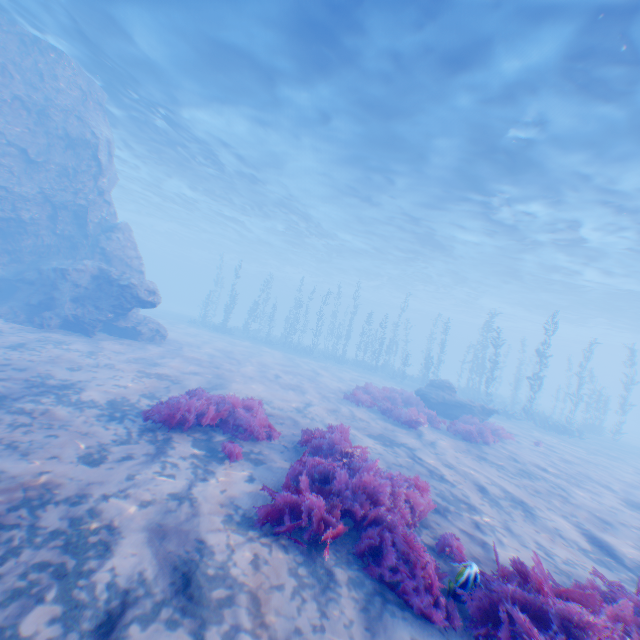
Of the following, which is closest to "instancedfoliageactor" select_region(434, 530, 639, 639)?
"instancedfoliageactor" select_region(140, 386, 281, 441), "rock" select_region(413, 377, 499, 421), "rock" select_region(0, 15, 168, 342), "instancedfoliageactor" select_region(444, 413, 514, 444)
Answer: "instancedfoliageactor" select_region(140, 386, 281, 441)

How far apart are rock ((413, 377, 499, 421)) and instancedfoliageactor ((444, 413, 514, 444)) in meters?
2.5 m

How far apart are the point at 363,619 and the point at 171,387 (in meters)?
7.93

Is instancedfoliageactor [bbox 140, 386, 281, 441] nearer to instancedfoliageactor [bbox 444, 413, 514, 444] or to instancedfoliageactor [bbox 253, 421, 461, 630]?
instancedfoliageactor [bbox 253, 421, 461, 630]

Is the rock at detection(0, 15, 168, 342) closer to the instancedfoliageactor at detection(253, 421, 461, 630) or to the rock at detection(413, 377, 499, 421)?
the instancedfoliageactor at detection(253, 421, 461, 630)

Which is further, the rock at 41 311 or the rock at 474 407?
the rock at 474 407

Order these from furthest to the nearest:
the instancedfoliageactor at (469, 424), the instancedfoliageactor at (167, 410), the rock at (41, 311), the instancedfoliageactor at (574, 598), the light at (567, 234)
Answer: the rock at (41, 311)
the instancedfoliageactor at (469, 424)
the light at (567, 234)
the instancedfoliageactor at (167, 410)
the instancedfoliageactor at (574, 598)

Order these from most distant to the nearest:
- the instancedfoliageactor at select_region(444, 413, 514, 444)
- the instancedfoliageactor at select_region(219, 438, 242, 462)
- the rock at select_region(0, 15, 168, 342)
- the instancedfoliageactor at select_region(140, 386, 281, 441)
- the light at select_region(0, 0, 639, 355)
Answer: the rock at select_region(0, 15, 168, 342) < the instancedfoliageactor at select_region(444, 413, 514, 444) < the light at select_region(0, 0, 639, 355) < the instancedfoliageactor at select_region(140, 386, 281, 441) < the instancedfoliageactor at select_region(219, 438, 242, 462)
